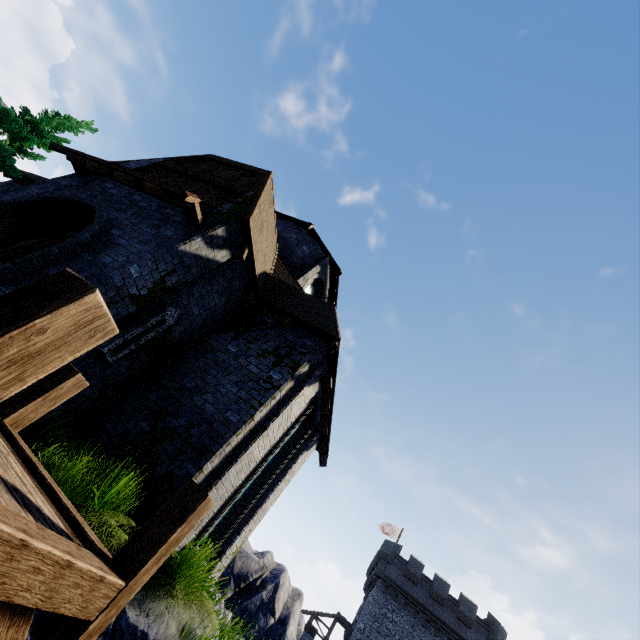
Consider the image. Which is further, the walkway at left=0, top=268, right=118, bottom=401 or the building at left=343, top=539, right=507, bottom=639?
the building at left=343, top=539, right=507, bottom=639

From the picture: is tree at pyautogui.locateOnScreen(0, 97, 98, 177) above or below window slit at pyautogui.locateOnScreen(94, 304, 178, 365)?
above

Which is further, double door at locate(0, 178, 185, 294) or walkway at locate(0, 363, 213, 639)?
double door at locate(0, 178, 185, 294)

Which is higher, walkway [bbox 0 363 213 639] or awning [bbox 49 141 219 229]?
awning [bbox 49 141 219 229]

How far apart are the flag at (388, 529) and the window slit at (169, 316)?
41.0m

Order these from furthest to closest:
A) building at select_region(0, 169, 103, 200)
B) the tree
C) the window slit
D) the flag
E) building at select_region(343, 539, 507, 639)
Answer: the flag → building at select_region(343, 539, 507, 639) → the tree → building at select_region(0, 169, 103, 200) → the window slit

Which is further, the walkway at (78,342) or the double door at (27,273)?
the double door at (27,273)

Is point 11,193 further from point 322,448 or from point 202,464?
point 322,448
